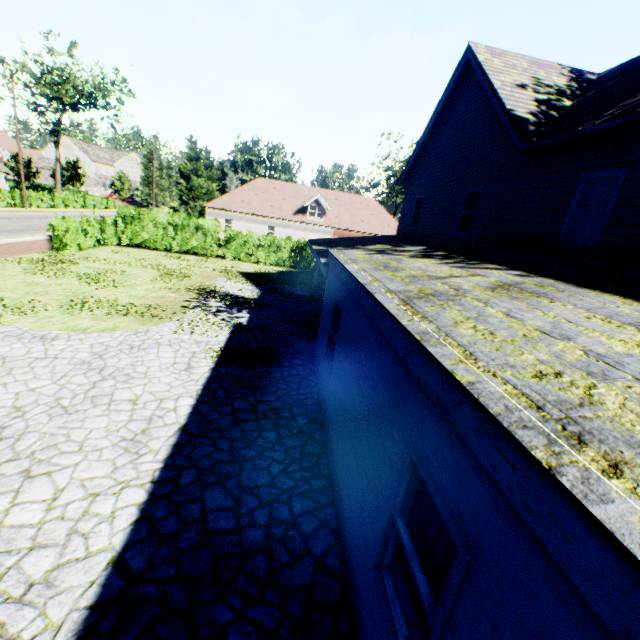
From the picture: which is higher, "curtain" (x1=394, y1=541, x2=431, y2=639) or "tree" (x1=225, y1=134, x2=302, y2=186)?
"tree" (x1=225, y1=134, x2=302, y2=186)

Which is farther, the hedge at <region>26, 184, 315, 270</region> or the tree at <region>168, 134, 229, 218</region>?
the tree at <region>168, 134, 229, 218</region>

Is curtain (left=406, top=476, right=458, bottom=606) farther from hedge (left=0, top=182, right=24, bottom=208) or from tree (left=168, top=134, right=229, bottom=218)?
tree (left=168, top=134, right=229, bottom=218)

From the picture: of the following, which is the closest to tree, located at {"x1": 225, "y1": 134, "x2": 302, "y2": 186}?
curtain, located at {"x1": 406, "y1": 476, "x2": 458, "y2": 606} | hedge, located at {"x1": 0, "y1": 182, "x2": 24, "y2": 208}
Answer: hedge, located at {"x1": 0, "y1": 182, "x2": 24, "y2": 208}

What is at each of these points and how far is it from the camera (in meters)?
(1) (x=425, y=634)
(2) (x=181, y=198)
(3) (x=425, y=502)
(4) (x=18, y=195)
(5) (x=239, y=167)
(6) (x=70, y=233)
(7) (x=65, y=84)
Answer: (1) curtain, 2.68
(2) tree, 38.56
(3) curtain, 2.98
(4) hedge, 34.56
(5) tree, 45.62
(6) hedge, 18.41
(7) tree, 42.66

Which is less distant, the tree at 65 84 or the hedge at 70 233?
the hedge at 70 233

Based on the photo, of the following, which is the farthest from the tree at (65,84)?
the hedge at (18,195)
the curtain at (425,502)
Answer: the curtain at (425,502)

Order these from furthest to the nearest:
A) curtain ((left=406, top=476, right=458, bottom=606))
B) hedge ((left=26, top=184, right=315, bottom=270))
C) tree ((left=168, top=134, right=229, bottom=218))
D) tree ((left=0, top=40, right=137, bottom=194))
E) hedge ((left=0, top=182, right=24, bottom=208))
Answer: tree ((left=0, top=40, right=137, bottom=194)), tree ((left=168, top=134, right=229, bottom=218)), hedge ((left=0, top=182, right=24, bottom=208)), hedge ((left=26, top=184, right=315, bottom=270)), curtain ((left=406, top=476, right=458, bottom=606))
